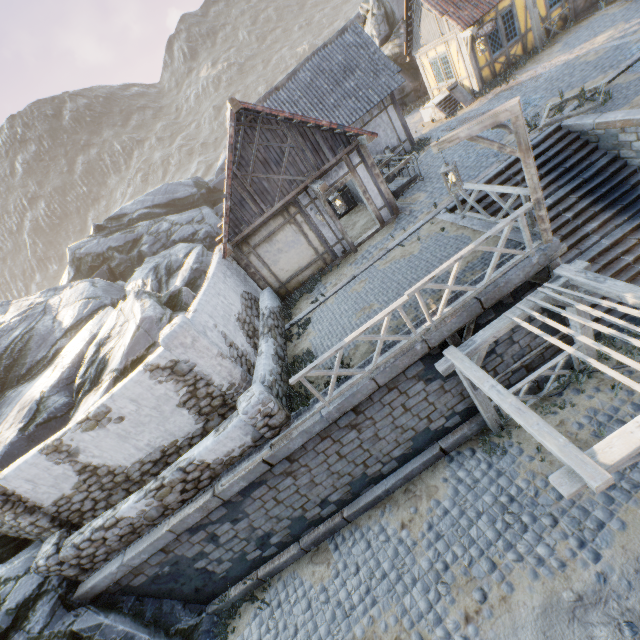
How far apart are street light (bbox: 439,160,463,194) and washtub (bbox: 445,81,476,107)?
13.2 meters

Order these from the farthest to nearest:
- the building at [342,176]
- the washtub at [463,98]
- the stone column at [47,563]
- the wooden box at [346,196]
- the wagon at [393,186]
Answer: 1. the washtub at [463,98]
2. the wooden box at [346,196]
3. the wagon at [393,186]
4. the building at [342,176]
5. the stone column at [47,563]

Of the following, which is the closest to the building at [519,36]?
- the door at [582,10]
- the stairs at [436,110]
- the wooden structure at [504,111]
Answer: the stairs at [436,110]

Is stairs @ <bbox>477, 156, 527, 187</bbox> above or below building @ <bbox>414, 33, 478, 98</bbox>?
below

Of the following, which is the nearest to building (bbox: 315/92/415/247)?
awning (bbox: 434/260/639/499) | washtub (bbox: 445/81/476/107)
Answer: washtub (bbox: 445/81/476/107)

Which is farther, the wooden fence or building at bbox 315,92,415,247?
building at bbox 315,92,415,247

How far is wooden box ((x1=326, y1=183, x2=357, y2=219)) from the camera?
15.1 meters

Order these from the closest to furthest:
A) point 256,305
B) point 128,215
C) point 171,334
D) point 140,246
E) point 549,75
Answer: point 171,334
point 256,305
point 549,75
point 140,246
point 128,215
